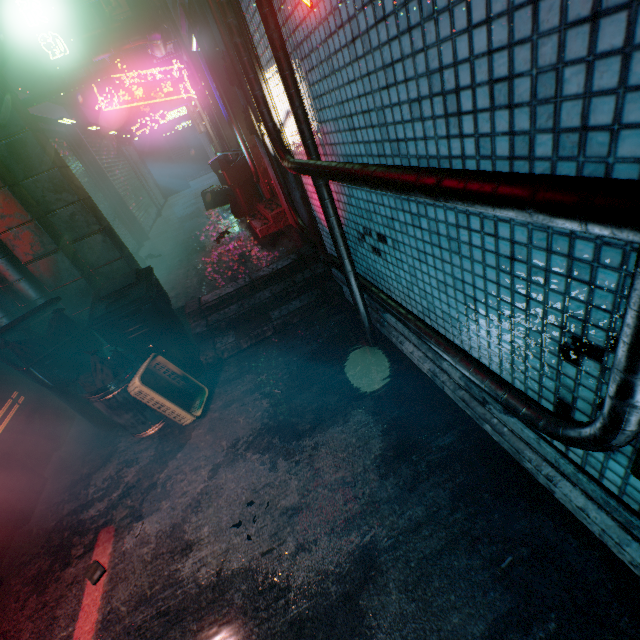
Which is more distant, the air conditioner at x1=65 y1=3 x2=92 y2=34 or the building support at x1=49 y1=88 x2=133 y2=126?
the building support at x1=49 y1=88 x2=133 y2=126

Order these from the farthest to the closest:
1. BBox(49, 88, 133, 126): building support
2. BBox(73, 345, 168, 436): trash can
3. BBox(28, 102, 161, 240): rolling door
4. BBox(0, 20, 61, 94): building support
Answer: BBox(49, 88, 133, 126): building support, BBox(28, 102, 161, 240): rolling door, BBox(0, 20, 61, 94): building support, BBox(73, 345, 168, 436): trash can

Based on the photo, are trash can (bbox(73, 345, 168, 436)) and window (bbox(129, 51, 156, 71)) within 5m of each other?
no

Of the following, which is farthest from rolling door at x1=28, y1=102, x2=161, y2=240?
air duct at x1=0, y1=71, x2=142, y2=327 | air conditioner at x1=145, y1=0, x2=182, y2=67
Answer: air duct at x1=0, y1=71, x2=142, y2=327

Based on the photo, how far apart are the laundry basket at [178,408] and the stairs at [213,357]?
0.4 meters

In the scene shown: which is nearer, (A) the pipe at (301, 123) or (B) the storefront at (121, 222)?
(A) the pipe at (301, 123)

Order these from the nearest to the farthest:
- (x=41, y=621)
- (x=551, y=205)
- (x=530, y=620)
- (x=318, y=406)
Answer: (x=551, y=205)
(x=530, y=620)
(x=41, y=621)
(x=318, y=406)

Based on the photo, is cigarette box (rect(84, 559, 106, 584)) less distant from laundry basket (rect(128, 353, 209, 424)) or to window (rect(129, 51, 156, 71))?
laundry basket (rect(128, 353, 209, 424))
